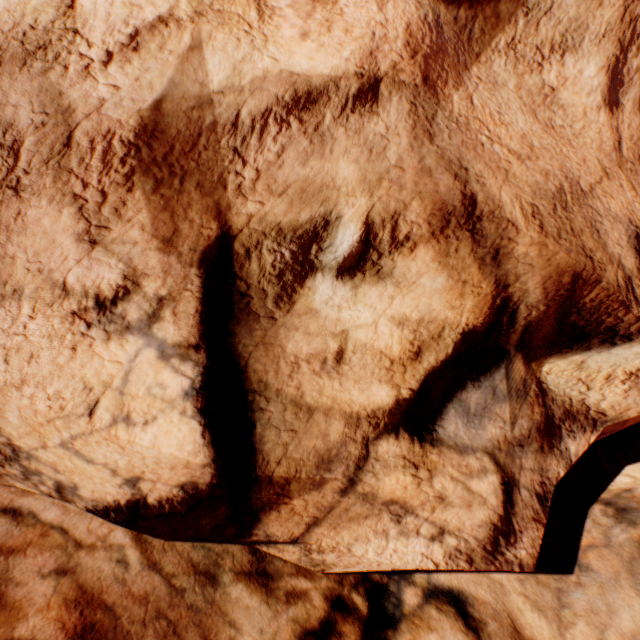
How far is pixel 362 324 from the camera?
2.46m
